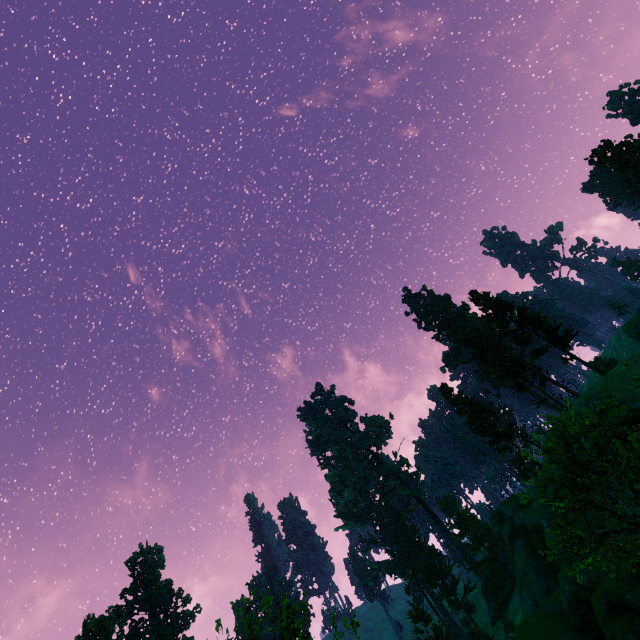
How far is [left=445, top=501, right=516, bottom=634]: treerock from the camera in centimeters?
5319cm

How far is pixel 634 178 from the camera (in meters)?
46.94

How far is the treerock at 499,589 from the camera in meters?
53.2 m

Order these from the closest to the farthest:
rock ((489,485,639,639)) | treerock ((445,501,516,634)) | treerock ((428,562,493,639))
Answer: rock ((489,485,639,639)), treerock ((428,562,493,639)), treerock ((445,501,516,634))

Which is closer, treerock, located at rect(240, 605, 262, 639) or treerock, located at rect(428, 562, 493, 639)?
treerock, located at rect(240, 605, 262, 639)

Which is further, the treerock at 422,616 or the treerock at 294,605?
the treerock at 422,616
